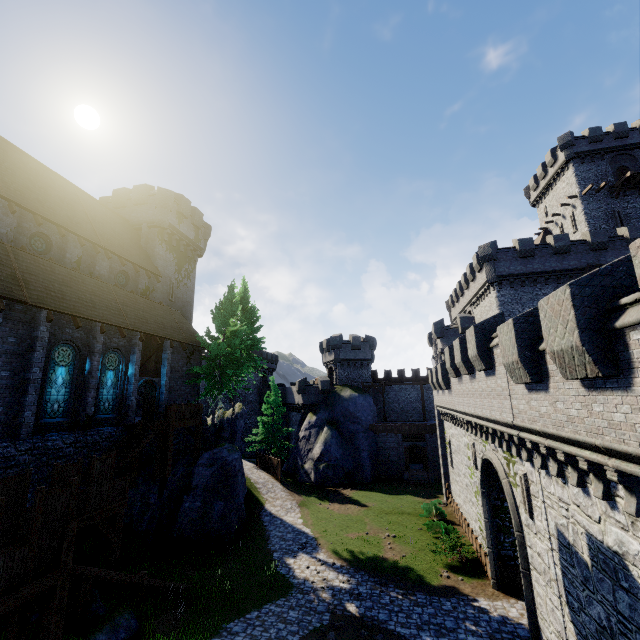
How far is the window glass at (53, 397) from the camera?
15.7 meters

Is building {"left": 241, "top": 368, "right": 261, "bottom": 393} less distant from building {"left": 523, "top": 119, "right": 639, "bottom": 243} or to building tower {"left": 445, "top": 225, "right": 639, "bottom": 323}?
building tower {"left": 445, "top": 225, "right": 639, "bottom": 323}

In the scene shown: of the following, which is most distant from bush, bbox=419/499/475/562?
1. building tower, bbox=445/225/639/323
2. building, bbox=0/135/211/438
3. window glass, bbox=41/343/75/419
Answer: window glass, bbox=41/343/75/419

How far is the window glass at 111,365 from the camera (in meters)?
18.53

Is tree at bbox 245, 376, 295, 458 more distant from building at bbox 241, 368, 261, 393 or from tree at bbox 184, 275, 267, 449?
building at bbox 241, 368, 261, 393

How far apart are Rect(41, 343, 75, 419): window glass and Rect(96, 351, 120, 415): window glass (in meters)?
1.53

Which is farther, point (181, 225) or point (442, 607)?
point (181, 225)

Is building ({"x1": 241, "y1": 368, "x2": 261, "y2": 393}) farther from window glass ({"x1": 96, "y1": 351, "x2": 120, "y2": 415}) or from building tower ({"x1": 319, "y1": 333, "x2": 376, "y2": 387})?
window glass ({"x1": 96, "y1": 351, "x2": 120, "y2": 415})
